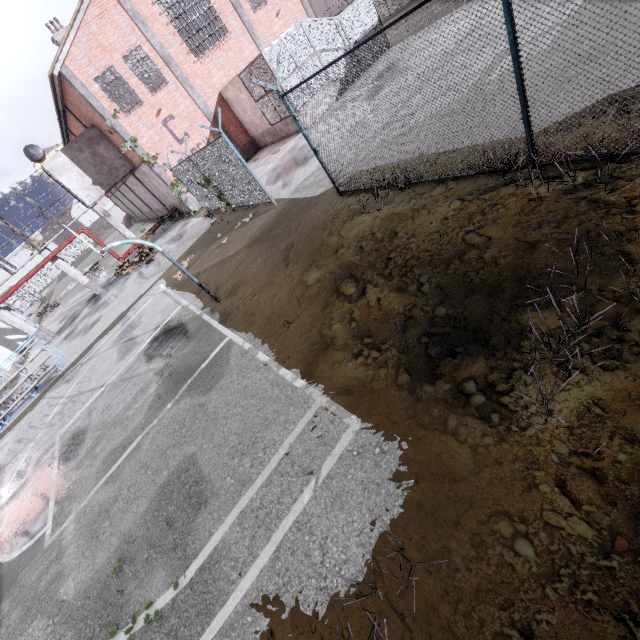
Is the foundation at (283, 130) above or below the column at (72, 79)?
below

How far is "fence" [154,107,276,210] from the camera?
11.38m

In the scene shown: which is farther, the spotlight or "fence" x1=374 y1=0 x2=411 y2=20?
"fence" x1=374 y1=0 x2=411 y2=20

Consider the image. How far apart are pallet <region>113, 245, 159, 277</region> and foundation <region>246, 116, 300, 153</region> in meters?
10.8

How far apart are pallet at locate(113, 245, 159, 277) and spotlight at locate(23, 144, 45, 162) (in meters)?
7.30

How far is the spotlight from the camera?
19.9 meters

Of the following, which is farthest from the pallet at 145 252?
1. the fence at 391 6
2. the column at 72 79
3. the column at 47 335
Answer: the fence at 391 6

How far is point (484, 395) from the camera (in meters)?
3.51
